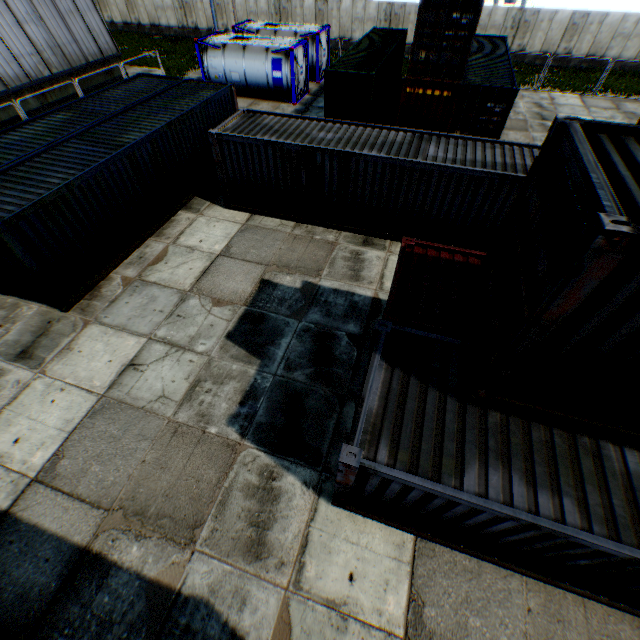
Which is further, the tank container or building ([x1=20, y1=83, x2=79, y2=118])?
the tank container

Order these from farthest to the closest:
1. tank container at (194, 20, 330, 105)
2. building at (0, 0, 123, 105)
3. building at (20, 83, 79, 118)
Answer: tank container at (194, 20, 330, 105) < building at (20, 83, 79, 118) < building at (0, 0, 123, 105)

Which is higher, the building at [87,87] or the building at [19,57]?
the building at [19,57]

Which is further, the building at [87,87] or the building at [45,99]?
the building at [87,87]

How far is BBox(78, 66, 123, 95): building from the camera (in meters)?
20.94

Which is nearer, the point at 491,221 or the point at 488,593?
the point at 488,593

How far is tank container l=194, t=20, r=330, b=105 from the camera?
20.5m
